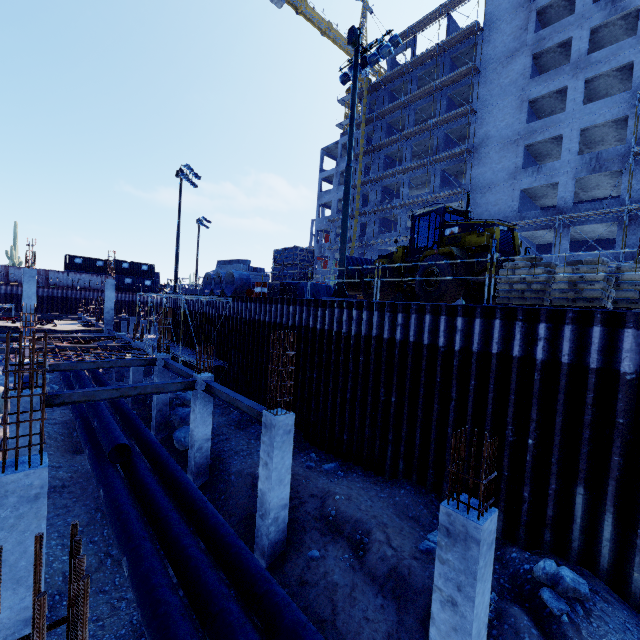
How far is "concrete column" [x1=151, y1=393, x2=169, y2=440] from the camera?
15.7m

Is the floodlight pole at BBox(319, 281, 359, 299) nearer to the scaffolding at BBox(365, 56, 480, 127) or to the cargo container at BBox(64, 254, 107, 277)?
the scaffolding at BBox(365, 56, 480, 127)

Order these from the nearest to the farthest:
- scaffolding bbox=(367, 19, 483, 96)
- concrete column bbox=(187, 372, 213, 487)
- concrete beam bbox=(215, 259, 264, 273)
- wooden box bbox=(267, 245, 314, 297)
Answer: concrete column bbox=(187, 372, 213, 487) → wooden box bbox=(267, 245, 314, 297) → concrete beam bbox=(215, 259, 264, 273) → scaffolding bbox=(367, 19, 483, 96)

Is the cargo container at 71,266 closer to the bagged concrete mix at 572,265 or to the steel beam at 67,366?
the steel beam at 67,366

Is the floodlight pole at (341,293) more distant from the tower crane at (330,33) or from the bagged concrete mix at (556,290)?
the tower crane at (330,33)

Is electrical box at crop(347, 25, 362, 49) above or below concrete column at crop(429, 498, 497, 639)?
above

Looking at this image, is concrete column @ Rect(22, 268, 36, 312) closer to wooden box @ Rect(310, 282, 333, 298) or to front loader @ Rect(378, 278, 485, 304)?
wooden box @ Rect(310, 282, 333, 298)

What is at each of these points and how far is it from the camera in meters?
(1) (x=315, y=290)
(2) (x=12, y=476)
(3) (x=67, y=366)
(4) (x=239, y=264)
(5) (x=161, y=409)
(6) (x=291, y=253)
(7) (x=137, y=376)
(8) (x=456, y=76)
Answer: (1) wooden box, 17.0
(2) concrete column, 4.9
(3) steel beam, 13.4
(4) concrete beam, 27.5
(5) concrete column, 15.8
(6) wooden box, 16.7
(7) concrete column, 19.5
(8) scaffolding, 33.0
